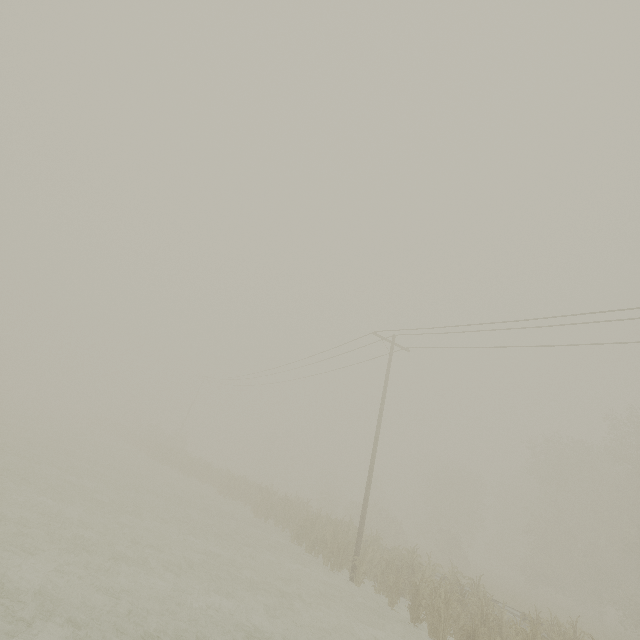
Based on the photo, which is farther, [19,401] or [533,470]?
[19,401]
